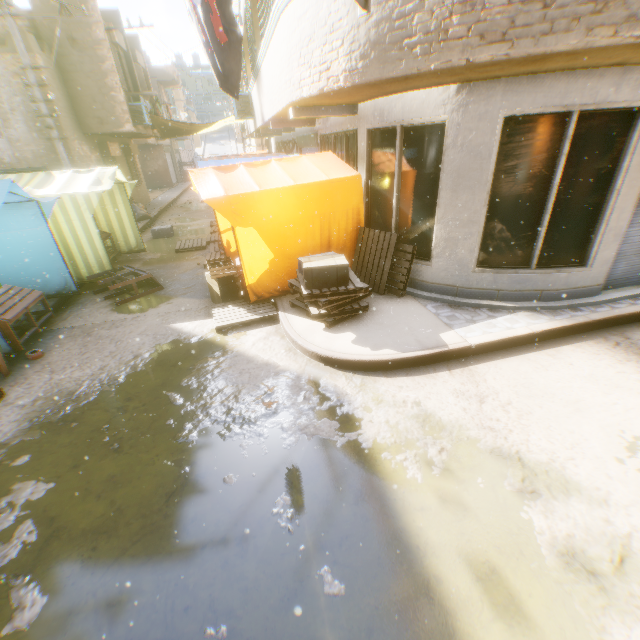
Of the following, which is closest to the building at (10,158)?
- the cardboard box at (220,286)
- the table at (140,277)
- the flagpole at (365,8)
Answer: the flagpole at (365,8)

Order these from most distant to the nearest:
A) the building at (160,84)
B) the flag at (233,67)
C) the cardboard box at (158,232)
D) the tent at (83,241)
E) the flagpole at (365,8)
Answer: the cardboard box at (158,232)
the building at (160,84)
the tent at (83,241)
the flagpole at (365,8)
the flag at (233,67)

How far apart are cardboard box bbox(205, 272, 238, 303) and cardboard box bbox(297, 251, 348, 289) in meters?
0.6 m

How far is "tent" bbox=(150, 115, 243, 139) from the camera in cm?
1694

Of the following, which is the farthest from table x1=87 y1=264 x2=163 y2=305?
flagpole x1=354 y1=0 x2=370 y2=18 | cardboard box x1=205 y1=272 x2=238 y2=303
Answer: flagpole x1=354 y1=0 x2=370 y2=18

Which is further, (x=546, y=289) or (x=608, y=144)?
(x=546, y=289)

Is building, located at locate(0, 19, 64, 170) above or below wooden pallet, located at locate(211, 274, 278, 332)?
above

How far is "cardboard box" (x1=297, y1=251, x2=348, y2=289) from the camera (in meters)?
5.09
